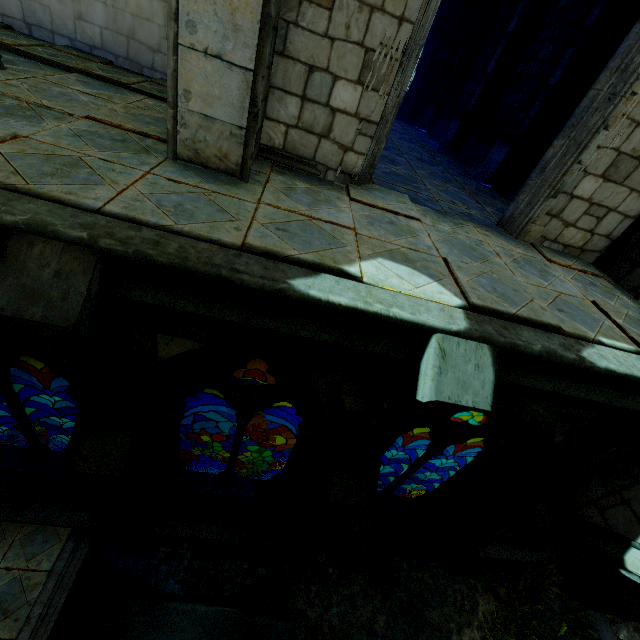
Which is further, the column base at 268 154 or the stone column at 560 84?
the stone column at 560 84

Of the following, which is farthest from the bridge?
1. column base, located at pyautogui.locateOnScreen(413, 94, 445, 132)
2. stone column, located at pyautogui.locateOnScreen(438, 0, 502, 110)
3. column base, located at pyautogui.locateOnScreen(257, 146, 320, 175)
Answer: column base, located at pyautogui.locateOnScreen(413, 94, 445, 132)

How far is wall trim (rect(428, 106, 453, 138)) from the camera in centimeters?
1186cm

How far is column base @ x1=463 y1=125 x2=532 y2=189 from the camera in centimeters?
748cm

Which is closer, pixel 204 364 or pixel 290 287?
pixel 290 287

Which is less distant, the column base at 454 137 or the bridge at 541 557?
the bridge at 541 557

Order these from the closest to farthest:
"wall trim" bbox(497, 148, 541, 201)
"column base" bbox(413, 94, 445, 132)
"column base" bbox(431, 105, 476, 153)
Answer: "wall trim" bbox(497, 148, 541, 201) → "column base" bbox(431, 105, 476, 153) → "column base" bbox(413, 94, 445, 132)

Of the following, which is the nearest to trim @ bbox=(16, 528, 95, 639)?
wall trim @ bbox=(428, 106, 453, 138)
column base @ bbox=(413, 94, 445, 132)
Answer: wall trim @ bbox=(428, 106, 453, 138)
